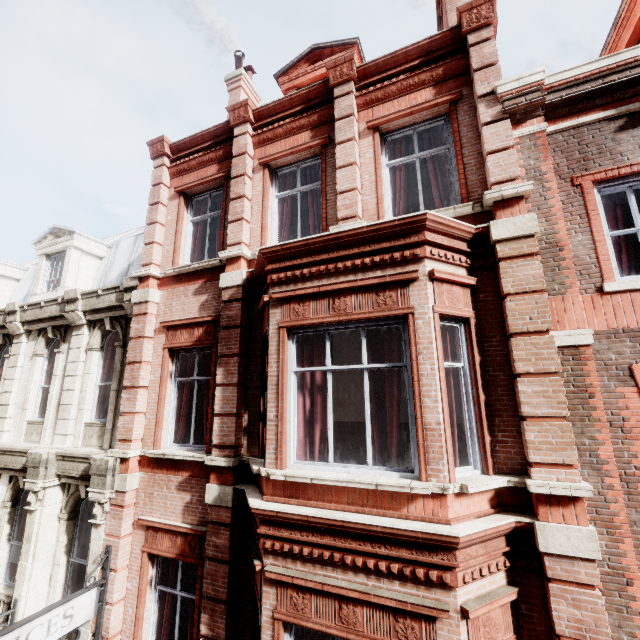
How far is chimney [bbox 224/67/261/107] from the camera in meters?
12.0 m

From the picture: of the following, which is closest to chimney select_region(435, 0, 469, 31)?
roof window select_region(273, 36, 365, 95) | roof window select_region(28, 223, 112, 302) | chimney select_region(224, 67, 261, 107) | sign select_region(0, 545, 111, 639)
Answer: roof window select_region(273, 36, 365, 95)

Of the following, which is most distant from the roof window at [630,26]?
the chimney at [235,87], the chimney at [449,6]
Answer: the chimney at [235,87]

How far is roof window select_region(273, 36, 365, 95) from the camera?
8.61m

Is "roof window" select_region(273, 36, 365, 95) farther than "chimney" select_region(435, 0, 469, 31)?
Yes

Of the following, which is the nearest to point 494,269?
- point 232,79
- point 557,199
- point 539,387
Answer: point 557,199

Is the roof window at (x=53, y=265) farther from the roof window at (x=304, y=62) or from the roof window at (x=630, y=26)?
the roof window at (x=630, y=26)

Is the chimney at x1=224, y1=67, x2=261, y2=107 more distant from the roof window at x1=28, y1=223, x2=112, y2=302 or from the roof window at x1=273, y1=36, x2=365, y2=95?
the roof window at x1=28, y1=223, x2=112, y2=302
